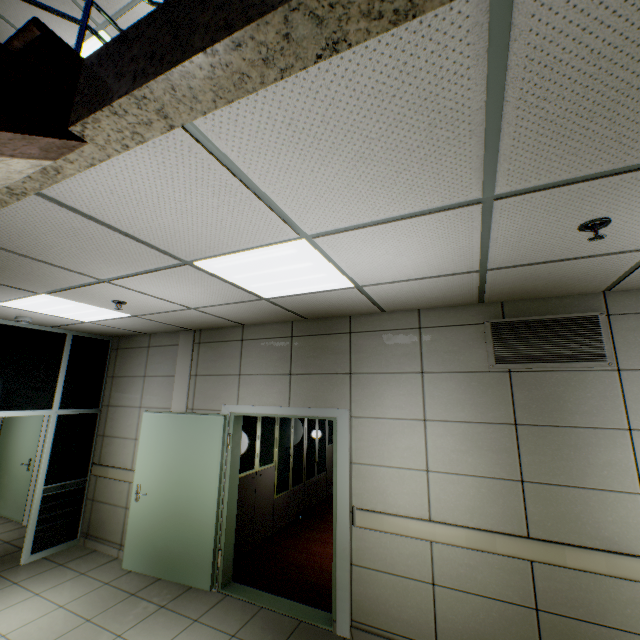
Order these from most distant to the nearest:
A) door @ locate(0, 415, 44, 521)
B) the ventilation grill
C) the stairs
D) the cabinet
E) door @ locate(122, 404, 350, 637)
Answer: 1. door @ locate(0, 415, 44, 521)
2. the cabinet
3. door @ locate(122, 404, 350, 637)
4. the ventilation grill
5. the stairs

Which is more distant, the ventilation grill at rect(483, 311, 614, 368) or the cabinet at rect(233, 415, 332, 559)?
the cabinet at rect(233, 415, 332, 559)

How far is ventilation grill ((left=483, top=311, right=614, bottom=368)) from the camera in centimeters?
284cm

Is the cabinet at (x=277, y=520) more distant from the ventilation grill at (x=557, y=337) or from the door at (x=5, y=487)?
the door at (x=5, y=487)

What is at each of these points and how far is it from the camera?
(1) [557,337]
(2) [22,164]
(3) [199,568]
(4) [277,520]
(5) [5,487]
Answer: (1) ventilation grill, 3.0m
(2) stairs, 1.2m
(3) door, 3.9m
(4) cabinet, 5.5m
(5) door, 6.2m

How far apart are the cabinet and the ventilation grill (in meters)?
3.40

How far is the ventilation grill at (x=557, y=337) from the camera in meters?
2.8 m

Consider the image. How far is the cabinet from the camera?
4.8m
